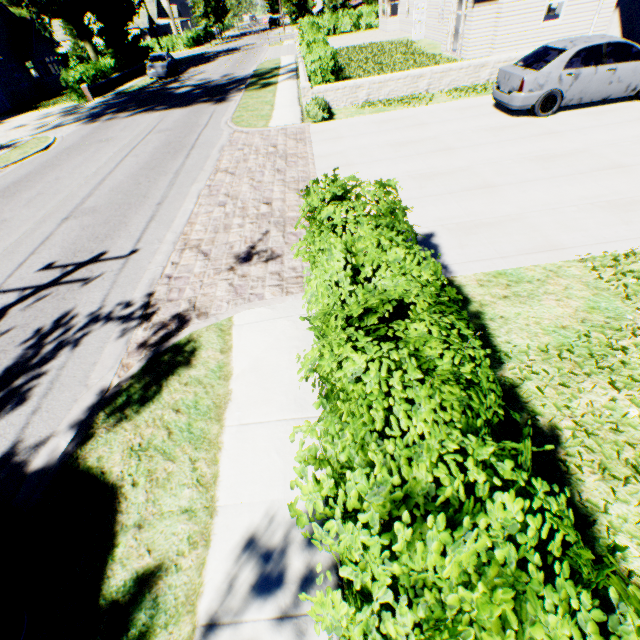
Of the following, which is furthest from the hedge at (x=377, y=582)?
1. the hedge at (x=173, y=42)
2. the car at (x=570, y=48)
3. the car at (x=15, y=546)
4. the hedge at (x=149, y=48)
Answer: the hedge at (x=173, y=42)

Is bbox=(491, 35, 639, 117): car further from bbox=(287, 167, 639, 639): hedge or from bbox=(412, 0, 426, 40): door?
bbox=(412, 0, 426, 40): door

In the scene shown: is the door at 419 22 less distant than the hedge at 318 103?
No

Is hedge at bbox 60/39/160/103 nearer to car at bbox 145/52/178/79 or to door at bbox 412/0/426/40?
car at bbox 145/52/178/79

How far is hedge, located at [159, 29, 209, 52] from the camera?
47.8 meters

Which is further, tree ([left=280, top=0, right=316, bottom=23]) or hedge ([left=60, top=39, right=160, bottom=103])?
tree ([left=280, top=0, right=316, bottom=23])

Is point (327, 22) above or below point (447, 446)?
below

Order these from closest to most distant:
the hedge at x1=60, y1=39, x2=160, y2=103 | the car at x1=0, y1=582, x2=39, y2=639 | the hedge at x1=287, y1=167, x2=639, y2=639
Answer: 1. the hedge at x1=287, y1=167, x2=639, y2=639
2. the car at x1=0, y1=582, x2=39, y2=639
3. the hedge at x1=60, y1=39, x2=160, y2=103
